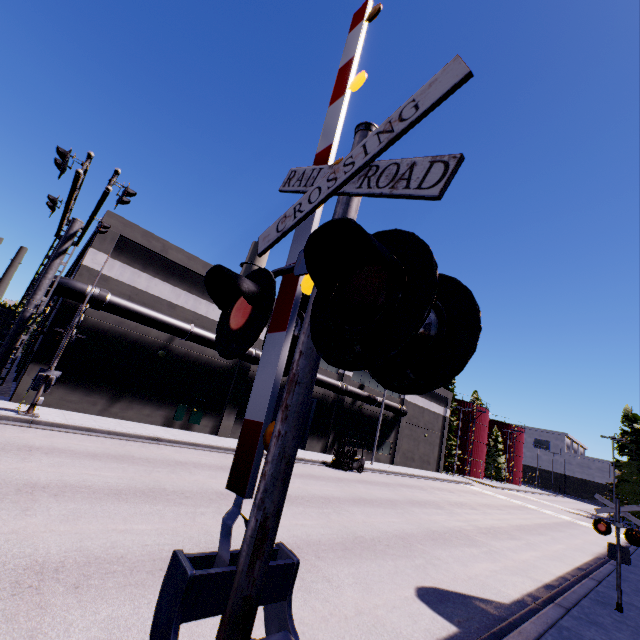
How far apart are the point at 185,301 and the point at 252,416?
20.8 meters

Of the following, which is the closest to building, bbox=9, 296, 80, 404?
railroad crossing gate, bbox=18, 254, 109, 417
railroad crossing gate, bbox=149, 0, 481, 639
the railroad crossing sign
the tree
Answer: railroad crossing gate, bbox=149, 0, 481, 639

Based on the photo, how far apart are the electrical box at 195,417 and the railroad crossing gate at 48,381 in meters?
7.3

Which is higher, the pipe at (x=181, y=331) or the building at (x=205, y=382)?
the pipe at (x=181, y=331)

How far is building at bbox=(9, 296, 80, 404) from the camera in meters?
15.5 m

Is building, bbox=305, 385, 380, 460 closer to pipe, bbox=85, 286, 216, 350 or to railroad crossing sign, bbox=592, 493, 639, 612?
pipe, bbox=85, 286, 216, 350

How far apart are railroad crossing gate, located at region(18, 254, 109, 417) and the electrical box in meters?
7.3 m
